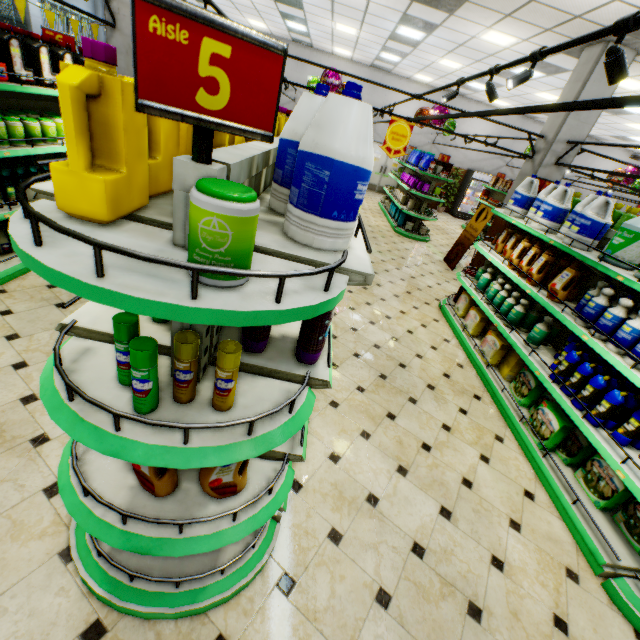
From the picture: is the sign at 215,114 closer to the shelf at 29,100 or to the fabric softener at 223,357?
the fabric softener at 223,357

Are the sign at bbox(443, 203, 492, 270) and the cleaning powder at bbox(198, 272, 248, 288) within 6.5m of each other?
no

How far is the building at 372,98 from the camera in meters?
14.7

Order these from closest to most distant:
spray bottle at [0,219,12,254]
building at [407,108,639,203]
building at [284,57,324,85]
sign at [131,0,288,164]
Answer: sign at [131,0,288,164] → spray bottle at [0,219,12,254] → building at [407,108,639,203] → building at [284,57,324,85]

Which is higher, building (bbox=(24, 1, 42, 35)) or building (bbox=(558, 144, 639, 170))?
building (bbox=(558, 144, 639, 170))

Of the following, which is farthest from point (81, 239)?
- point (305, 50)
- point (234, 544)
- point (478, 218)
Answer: point (305, 50)

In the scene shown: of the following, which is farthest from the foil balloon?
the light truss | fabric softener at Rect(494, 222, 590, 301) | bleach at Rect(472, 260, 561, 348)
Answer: bleach at Rect(472, 260, 561, 348)

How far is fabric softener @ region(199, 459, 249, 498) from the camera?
1.4 meters
